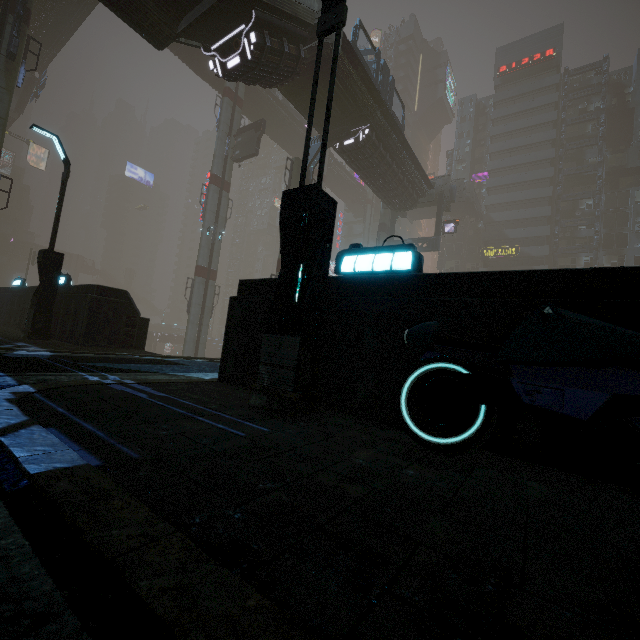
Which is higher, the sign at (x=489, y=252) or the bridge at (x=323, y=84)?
the sign at (x=489, y=252)

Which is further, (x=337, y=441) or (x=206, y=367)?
(x=206, y=367)

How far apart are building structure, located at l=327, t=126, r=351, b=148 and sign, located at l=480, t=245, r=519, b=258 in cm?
3652

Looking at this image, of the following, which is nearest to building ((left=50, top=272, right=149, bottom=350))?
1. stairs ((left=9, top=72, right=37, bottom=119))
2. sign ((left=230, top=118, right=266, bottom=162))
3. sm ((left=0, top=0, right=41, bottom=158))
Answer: sm ((left=0, top=0, right=41, bottom=158))

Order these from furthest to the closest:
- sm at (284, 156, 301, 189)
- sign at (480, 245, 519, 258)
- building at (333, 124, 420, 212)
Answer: sign at (480, 245, 519, 258) → sm at (284, 156, 301, 189) → building at (333, 124, 420, 212)

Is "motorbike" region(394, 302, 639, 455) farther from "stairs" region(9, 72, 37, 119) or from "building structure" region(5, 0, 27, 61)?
"stairs" region(9, 72, 37, 119)

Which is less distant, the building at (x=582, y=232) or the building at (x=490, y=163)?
the building at (x=490, y=163)

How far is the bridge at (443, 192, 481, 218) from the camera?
49.19m
